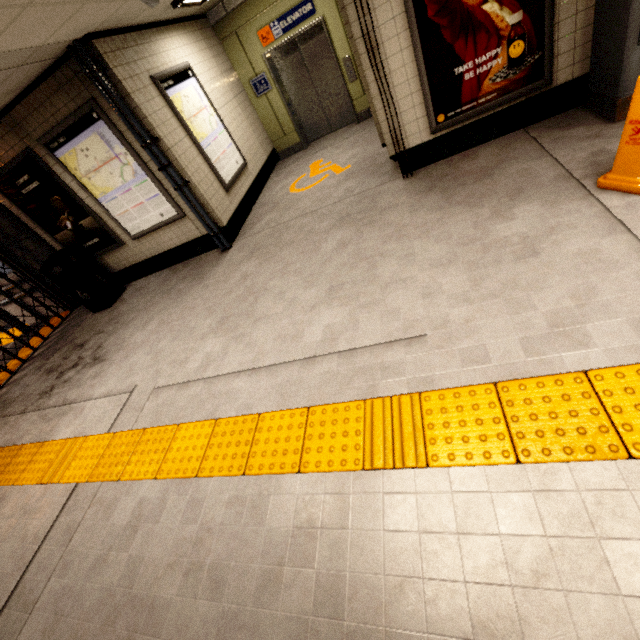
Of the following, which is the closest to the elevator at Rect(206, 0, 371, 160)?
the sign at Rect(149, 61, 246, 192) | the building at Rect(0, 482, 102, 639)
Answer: the sign at Rect(149, 61, 246, 192)

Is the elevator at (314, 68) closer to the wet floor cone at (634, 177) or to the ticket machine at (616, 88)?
the ticket machine at (616, 88)

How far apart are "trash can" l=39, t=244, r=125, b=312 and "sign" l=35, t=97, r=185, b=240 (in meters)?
0.99

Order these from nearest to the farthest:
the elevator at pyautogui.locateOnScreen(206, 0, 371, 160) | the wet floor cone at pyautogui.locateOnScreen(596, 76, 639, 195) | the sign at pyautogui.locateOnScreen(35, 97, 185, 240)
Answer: Answer:
the wet floor cone at pyautogui.locateOnScreen(596, 76, 639, 195)
the sign at pyautogui.locateOnScreen(35, 97, 185, 240)
the elevator at pyautogui.locateOnScreen(206, 0, 371, 160)

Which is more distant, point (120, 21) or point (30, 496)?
point (120, 21)

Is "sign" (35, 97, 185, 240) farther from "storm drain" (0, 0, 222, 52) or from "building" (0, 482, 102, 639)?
"building" (0, 482, 102, 639)

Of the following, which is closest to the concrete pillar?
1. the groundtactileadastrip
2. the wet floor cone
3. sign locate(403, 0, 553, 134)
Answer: the groundtactileadastrip

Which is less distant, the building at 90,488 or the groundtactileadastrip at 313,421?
the groundtactileadastrip at 313,421
